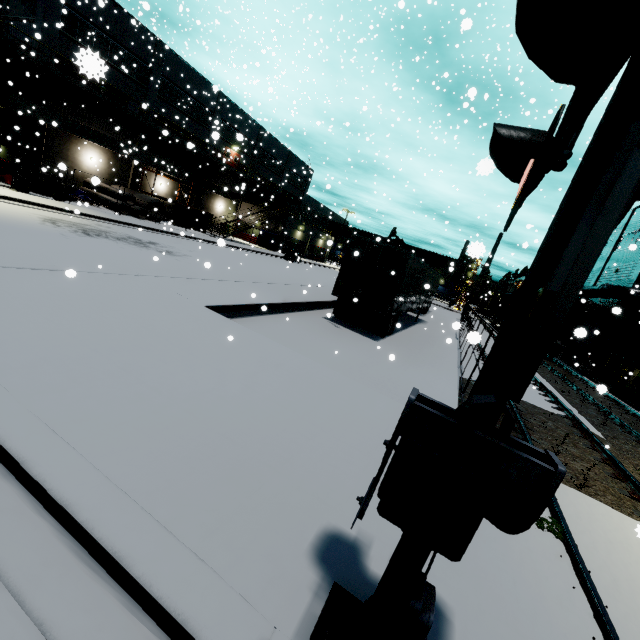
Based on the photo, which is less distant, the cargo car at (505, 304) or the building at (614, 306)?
the building at (614, 306)

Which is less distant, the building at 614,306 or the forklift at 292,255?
the building at 614,306

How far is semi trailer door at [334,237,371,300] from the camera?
13.28m

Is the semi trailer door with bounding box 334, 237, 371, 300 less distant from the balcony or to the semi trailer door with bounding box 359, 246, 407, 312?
the semi trailer door with bounding box 359, 246, 407, 312

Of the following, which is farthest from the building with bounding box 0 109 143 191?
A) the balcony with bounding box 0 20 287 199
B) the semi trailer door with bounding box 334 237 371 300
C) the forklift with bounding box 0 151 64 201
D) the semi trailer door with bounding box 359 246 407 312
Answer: the semi trailer door with bounding box 359 246 407 312

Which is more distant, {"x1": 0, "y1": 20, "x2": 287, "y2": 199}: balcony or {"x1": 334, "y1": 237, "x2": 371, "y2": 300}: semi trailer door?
{"x1": 0, "y1": 20, "x2": 287, "y2": 199}: balcony

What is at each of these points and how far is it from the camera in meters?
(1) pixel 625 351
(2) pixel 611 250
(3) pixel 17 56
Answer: (1) building, 24.1
(2) building, 30.1
(3) balcony, 21.3

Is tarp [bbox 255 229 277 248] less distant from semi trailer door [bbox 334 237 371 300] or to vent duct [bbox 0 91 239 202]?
vent duct [bbox 0 91 239 202]
